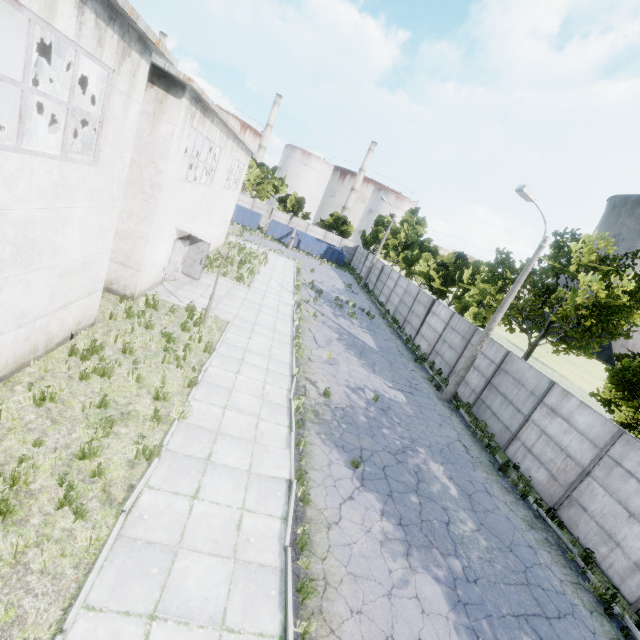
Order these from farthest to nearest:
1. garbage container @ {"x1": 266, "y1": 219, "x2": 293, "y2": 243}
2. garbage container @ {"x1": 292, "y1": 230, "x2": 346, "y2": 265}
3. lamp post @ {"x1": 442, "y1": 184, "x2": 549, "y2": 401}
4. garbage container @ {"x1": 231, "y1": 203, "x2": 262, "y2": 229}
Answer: garbage container @ {"x1": 292, "y1": 230, "x2": 346, "y2": 265} < garbage container @ {"x1": 266, "y1": 219, "x2": 293, "y2": 243} < garbage container @ {"x1": 231, "y1": 203, "x2": 262, "y2": 229} < lamp post @ {"x1": 442, "y1": 184, "x2": 549, "y2": 401}

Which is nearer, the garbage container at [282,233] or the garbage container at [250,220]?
the garbage container at [250,220]

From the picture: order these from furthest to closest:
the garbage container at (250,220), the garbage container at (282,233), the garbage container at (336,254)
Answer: the garbage container at (336,254) → the garbage container at (282,233) → the garbage container at (250,220)

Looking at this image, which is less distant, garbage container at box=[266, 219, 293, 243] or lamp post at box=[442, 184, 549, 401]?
lamp post at box=[442, 184, 549, 401]

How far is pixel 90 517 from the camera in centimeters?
544cm

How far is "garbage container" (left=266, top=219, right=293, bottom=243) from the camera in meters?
→ 44.6 m

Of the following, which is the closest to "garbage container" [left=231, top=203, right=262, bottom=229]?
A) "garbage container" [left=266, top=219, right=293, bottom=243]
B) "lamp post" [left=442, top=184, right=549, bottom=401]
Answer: "garbage container" [left=266, top=219, right=293, bottom=243]

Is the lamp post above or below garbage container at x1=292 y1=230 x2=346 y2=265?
above
